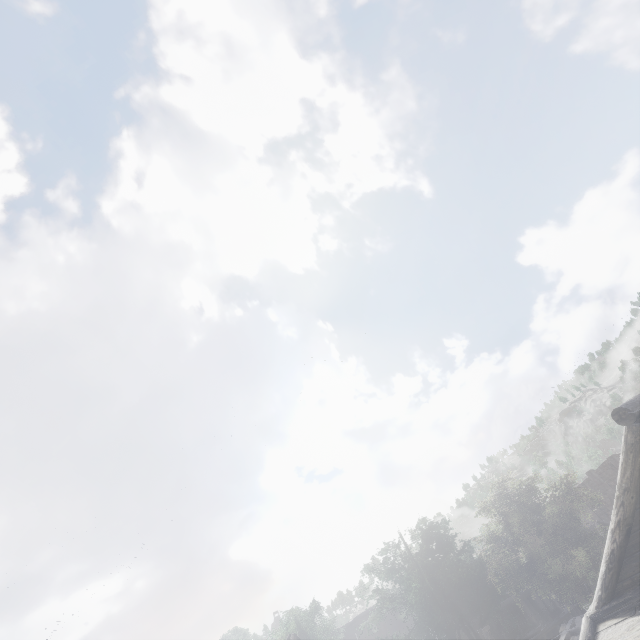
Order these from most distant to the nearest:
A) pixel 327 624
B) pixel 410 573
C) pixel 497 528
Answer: pixel 327 624 → pixel 410 573 → pixel 497 528
